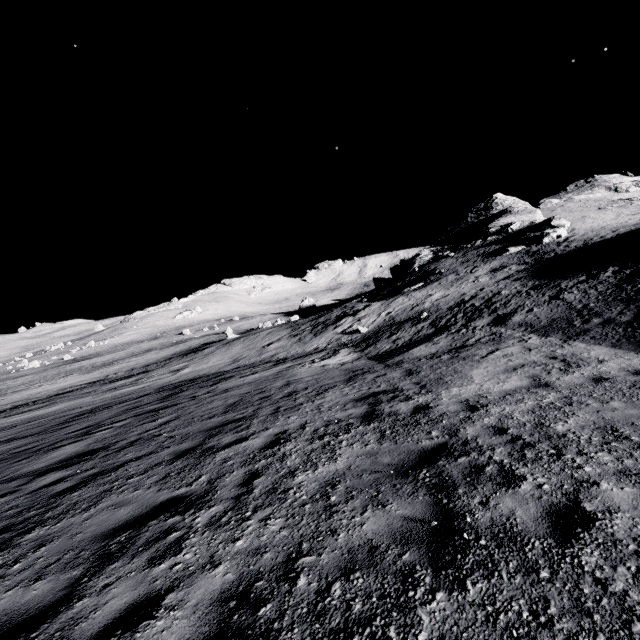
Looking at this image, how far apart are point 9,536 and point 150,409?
8.7 meters
